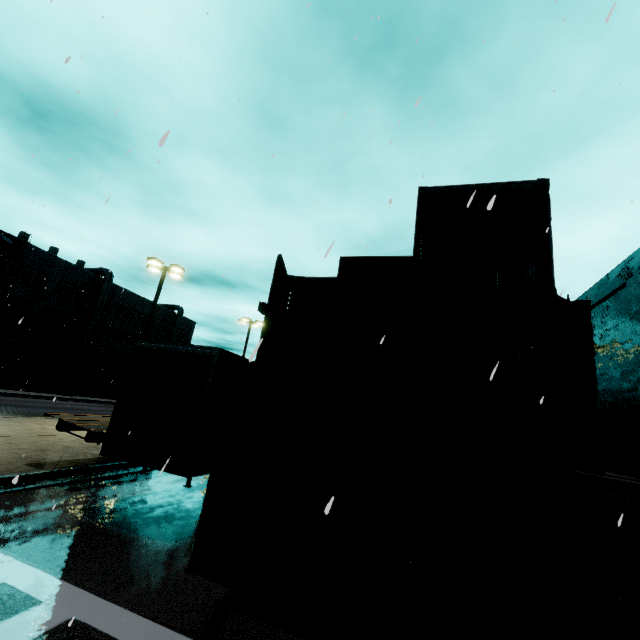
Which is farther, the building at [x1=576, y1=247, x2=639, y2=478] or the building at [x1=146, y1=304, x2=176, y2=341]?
the building at [x1=146, y1=304, x2=176, y2=341]

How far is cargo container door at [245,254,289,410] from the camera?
4.68m

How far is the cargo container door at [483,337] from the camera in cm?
477

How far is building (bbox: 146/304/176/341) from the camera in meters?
49.9

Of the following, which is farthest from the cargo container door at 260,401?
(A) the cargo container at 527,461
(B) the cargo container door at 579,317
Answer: (B) the cargo container door at 579,317

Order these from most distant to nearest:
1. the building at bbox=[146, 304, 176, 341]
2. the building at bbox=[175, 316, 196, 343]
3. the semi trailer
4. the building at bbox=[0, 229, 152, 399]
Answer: the building at bbox=[175, 316, 196, 343]
the building at bbox=[146, 304, 176, 341]
the building at bbox=[0, 229, 152, 399]
the semi trailer

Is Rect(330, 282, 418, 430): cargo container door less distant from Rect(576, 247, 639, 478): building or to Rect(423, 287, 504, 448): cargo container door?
Rect(423, 287, 504, 448): cargo container door

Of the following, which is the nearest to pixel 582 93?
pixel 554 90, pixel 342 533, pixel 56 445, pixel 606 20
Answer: pixel 554 90
